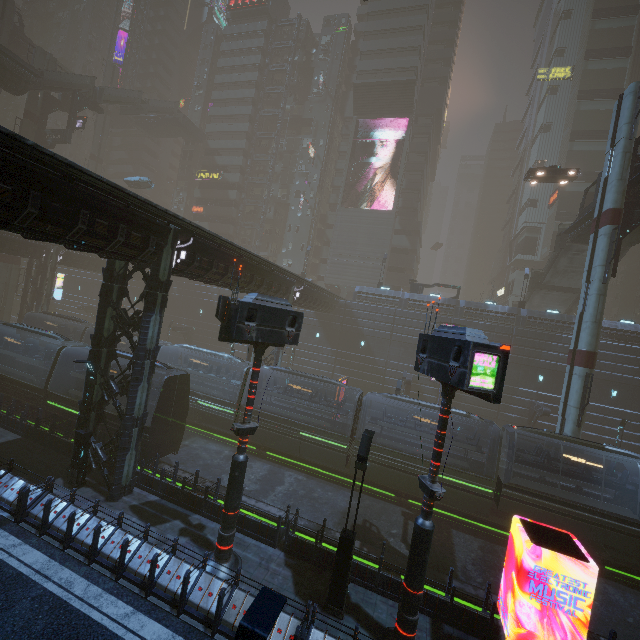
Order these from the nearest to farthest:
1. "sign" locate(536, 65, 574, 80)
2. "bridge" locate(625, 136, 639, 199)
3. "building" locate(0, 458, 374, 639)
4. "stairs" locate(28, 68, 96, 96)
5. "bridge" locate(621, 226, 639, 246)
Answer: "building" locate(0, 458, 374, 639) < "bridge" locate(625, 136, 639, 199) < "bridge" locate(621, 226, 639, 246) < "stairs" locate(28, 68, 96, 96) < "sign" locate(536, 65, 574, 80)

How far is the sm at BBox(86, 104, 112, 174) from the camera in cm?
5750

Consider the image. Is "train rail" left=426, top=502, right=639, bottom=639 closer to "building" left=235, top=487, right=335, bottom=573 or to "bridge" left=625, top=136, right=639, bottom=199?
"building" left=235, top=487, right=335, bottom=573

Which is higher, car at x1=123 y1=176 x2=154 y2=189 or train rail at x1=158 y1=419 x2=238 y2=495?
car at x1=123 y1=176 x2=154 y2=189

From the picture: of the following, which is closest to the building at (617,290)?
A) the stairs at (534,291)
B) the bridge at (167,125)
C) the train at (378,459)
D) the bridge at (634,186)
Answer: the bridge at (167,125)

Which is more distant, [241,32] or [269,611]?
[241,32]

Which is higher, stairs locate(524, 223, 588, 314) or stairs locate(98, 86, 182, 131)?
stairs locate(98, 86, 182, 131)

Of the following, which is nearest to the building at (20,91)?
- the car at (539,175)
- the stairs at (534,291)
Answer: the stairs at (534,291)
